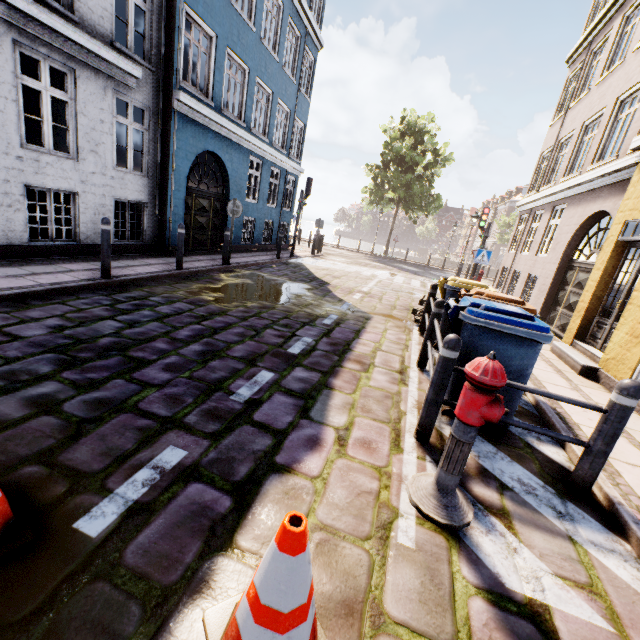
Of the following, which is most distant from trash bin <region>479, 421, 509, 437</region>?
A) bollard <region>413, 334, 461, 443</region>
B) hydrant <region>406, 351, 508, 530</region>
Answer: hydrant <region>406, 351, 508, 530</region>

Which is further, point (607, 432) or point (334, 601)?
point (607, 432)

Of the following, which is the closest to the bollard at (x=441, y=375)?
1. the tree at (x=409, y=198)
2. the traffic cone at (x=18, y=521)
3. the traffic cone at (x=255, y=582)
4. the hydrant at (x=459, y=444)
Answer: the hydrant at (x=459, y=444)

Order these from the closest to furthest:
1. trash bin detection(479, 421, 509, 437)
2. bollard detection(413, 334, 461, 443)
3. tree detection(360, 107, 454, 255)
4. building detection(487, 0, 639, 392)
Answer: bollard detection(413, 334, 461, 443)
trash bin detection(479, 421, 509, 437)
building detection(487, 0, 639, 392)
tree detection(360, 107, 454, 255)

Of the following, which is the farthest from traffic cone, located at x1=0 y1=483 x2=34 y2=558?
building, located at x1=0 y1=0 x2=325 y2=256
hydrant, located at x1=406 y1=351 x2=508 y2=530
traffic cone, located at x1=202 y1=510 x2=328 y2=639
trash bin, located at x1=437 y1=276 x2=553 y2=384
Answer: building, located at x1=0 y1=0 x2=325 y2=256

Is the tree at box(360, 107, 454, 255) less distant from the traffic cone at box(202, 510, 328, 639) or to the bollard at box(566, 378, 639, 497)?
the bollard at box(566, 378, 639, 497)

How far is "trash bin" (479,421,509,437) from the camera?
3.51m

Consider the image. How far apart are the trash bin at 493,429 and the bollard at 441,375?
0.5 meters
